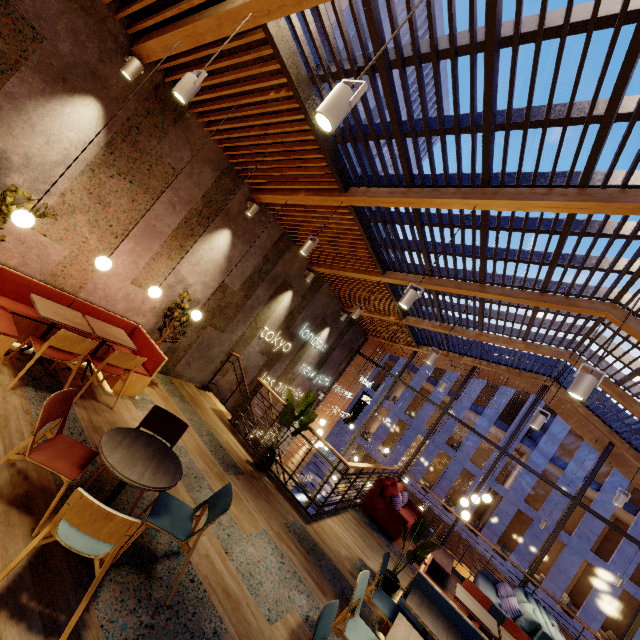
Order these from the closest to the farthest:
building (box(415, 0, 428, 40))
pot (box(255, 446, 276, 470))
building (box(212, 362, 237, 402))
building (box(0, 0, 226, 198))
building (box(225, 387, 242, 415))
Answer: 1. building (box(0, 0, 226, 198))
2. pot (box(255, 446, 276, 470))
3. building (box(212, 362, 237, 402))
4. building (box(225, 387, 242, 415))
5. building (box(415, 0, 428, 40))

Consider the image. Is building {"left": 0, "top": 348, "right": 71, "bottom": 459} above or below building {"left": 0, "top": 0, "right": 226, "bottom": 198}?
below

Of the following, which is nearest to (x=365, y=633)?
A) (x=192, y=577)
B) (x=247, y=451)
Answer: (x=192, y=577)

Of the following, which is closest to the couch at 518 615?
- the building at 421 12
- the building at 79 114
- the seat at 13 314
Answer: the building at 79 114

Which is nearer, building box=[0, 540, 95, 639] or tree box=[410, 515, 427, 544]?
building box=[0, 540, 95, 639]

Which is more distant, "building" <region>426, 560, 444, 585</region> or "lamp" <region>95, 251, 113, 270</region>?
"building" <region>426, 560, 444, 585</region>

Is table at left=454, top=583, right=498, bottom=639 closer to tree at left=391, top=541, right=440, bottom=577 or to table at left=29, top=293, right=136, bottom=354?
tree at left=391, top=541, right=440, bottom=577

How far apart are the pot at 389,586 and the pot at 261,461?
2.5 meters
